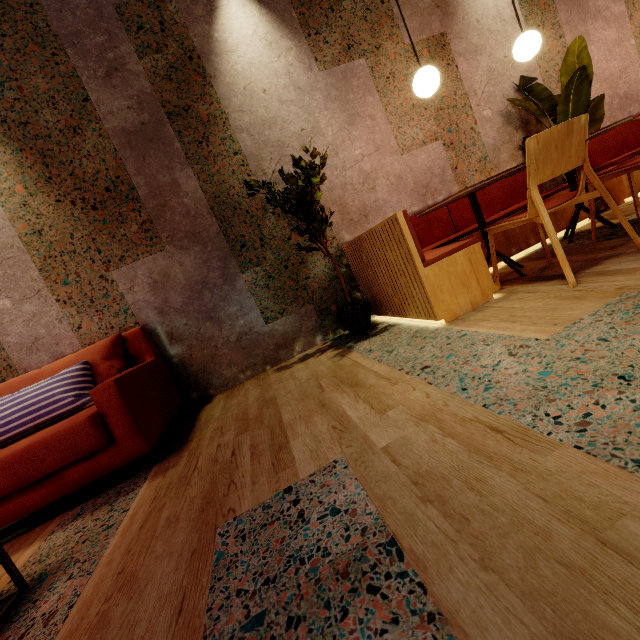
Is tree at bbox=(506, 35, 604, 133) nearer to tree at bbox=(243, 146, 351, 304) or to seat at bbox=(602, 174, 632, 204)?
seat at bbox=(602, 174, 632, 204)

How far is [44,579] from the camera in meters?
1.3 m

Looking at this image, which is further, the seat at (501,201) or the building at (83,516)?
the seat at (501,201)

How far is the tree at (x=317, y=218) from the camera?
2.7 meters

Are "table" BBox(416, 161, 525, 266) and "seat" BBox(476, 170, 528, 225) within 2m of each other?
yes

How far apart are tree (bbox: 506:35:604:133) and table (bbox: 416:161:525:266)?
1.6m

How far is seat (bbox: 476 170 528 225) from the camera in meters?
3.0

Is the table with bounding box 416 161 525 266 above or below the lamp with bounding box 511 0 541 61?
below
